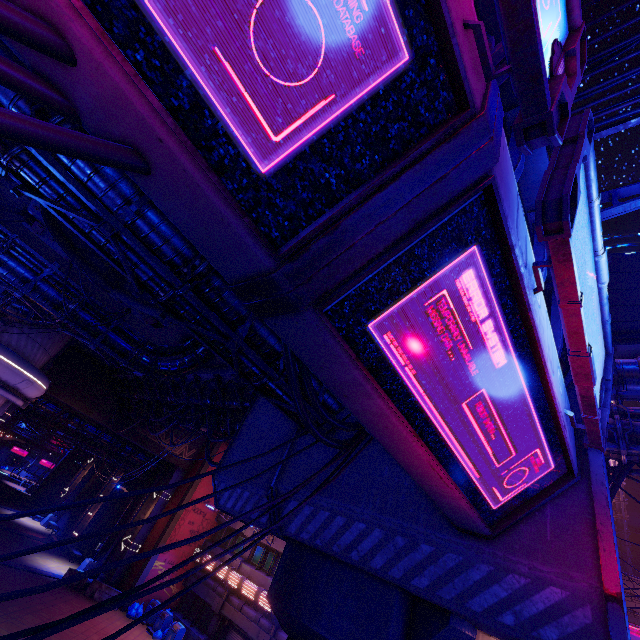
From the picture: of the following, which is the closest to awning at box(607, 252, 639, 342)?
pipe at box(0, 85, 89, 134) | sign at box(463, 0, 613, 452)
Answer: sign at box(463, 0, 613, 452)

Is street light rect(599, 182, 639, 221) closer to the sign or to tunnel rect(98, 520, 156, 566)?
the sign

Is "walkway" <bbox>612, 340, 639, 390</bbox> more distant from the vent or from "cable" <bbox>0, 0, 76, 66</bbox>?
"cable" <bbox>0, 0, 76, 66</bbox>

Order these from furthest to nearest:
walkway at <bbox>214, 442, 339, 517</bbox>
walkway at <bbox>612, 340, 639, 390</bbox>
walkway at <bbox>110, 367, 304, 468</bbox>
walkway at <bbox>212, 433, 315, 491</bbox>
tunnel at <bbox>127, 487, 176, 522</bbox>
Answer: tunnel at <bbox>127, 487, 176, 522</bbox> → walkway at <bbox>612, 340, 639, 390</bbox> → walkway at <bbox>110, 367, 304, 468</bbox> → walkway at <bbox>212, 433, 315, 491</bbox> → walkway at <bbox>214, 442, 339, 517</bbox>

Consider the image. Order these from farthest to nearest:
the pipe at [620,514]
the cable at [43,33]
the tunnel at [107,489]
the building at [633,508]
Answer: the building at [633,508], the pipe at [620,514], the tunnel at [107,489], the cable at [43,33]

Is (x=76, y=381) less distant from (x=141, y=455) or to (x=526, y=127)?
(x=141, y=455)

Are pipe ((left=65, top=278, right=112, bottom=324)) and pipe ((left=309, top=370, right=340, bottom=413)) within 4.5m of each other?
no

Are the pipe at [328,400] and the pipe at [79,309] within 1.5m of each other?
no
